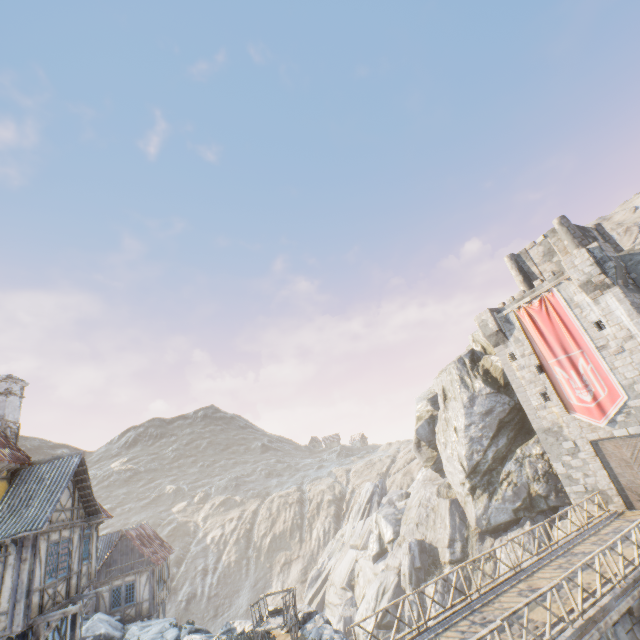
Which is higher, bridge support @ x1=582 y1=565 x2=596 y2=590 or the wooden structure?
bridge support @ x1=582 y1=565 x2=596 y2=590

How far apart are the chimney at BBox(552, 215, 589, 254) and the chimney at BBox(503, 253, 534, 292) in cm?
319

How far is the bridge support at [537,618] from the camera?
10.69m

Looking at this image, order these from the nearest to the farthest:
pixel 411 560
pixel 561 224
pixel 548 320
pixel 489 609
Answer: pixel 489 609 < pixel 548 320 < pixel 561 224 < pixel 411 560

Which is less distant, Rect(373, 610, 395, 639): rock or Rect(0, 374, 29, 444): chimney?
Rect(0, 374, 29, 444): chimney

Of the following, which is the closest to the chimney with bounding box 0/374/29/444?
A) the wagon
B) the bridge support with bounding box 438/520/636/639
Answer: the wagon

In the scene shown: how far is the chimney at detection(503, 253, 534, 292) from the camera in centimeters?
2810cm

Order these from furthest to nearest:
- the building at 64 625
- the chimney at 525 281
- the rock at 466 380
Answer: the chimney at 525 281
the rock at 466 380
the building at 64 625
